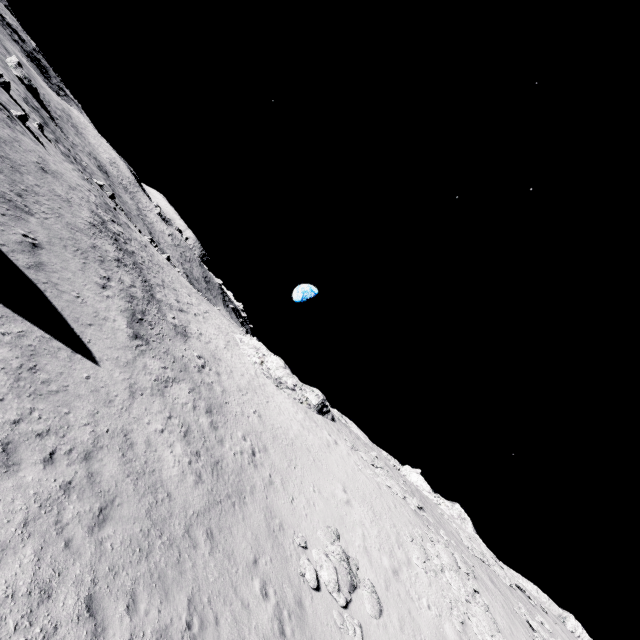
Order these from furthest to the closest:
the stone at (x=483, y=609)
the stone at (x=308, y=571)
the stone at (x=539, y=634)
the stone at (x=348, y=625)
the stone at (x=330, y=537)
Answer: the stone at (x=539, y=634)
the stone at (x=483, y=609)
the stone at (x=330, y=537)
the stone at (x=308, y=571)
the stone at (x=348, y=625)

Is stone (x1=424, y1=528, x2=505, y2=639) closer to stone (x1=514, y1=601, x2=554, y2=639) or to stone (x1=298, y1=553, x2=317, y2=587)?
stone (x1=514, y1=601, x2=554, y2=639)

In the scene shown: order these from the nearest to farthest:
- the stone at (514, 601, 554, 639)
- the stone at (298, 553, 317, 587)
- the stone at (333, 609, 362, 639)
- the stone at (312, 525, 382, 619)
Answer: the stone at (333, 609, 362, 639) → the stone at (298, 553, 317, 587) → the stone at (312, 525, 382, 619) → the stone at (514, 601, 554, 639)

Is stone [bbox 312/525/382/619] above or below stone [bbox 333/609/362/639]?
above

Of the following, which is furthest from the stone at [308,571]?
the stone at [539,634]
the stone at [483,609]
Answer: the stone at [539,634]

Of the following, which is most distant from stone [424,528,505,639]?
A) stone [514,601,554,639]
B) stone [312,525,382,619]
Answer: stone [312,525,382,619]

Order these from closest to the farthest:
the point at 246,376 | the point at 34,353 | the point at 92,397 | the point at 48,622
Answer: the point at 48,622 < the point at 34,353 < the point at 92,397 < the point at 246,376
